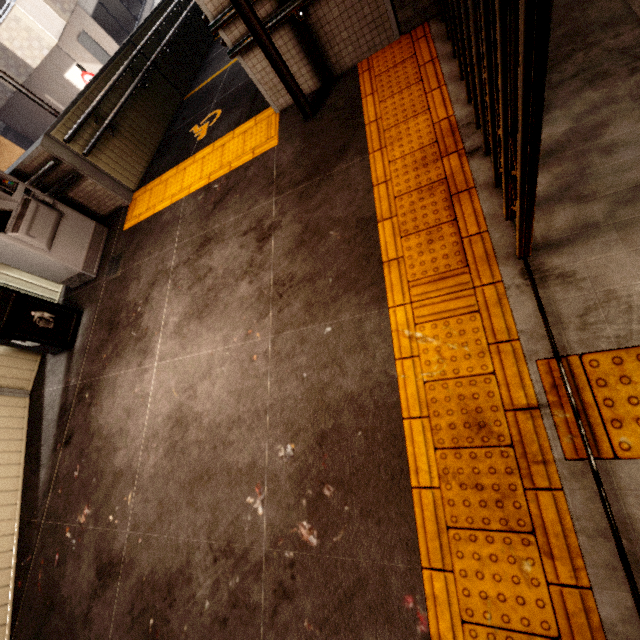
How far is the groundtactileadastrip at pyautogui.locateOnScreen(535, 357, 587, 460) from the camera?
1.5 meters

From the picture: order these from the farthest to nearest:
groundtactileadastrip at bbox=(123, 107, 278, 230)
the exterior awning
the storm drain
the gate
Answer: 1. the storm drain
2. groundtactileadastrip at bbox=(123, 107, 278, 230)
3. the exterior awning
4. the gate

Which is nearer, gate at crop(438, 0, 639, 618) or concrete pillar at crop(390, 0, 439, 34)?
gate at crop(438, 0, 639, 618)

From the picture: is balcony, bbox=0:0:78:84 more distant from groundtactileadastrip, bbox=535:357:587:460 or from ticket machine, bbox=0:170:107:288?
groundtactileadastrip, bbox=535:357:587:460

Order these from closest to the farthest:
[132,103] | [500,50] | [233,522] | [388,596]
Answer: [500,50] → [388,596] → [233,522] → [132,103]

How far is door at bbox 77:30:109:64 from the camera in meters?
13.5 m

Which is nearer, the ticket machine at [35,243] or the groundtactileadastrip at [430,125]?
the groundtactileadastrip at [430,125]

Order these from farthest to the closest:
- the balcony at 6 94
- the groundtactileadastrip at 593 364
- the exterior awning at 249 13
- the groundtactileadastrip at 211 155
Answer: the balcony at 6 94, the groundtactileadastrip at 211 155, the exterior awning at 249 13, the groundtactileadastrip at 593 364
